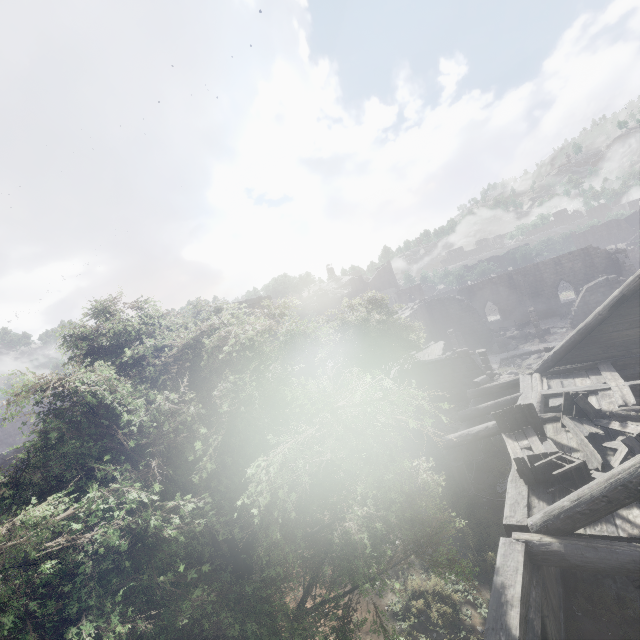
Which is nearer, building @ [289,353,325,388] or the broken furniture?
the broken furniture

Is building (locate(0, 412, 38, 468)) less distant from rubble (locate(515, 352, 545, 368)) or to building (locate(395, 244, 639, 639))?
building (locate(395, 244, 639, 639))

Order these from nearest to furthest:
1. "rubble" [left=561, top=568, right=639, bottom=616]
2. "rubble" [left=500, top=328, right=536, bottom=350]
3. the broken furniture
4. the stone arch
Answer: the broken furniture → "rubble" [left=561, top=568, right=639, bottom=616] → "rubble" [left=500, top=328, right=536, bottom=350] → the stone arch

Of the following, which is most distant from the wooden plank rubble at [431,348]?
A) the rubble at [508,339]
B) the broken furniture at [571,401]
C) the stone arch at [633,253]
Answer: the stone arch at [633,253]

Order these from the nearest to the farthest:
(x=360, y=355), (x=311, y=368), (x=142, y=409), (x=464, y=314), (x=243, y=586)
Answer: (x=243, y=586)
(x=142, y=409)
(x=360, y=355)
(x=311, y=368)
(x=464, y=314)

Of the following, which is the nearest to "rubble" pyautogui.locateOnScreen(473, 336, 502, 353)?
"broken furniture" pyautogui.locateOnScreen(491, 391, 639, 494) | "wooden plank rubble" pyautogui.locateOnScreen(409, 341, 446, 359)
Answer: "wooden plank rubble" pyautogui.locateOnScreen(409, 341, 446, 359)

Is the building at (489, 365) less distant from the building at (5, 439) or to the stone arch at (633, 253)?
the stone arch at (633, 253)

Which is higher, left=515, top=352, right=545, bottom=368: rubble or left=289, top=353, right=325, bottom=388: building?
left=289, top=353, right=325, bottom=388: building
